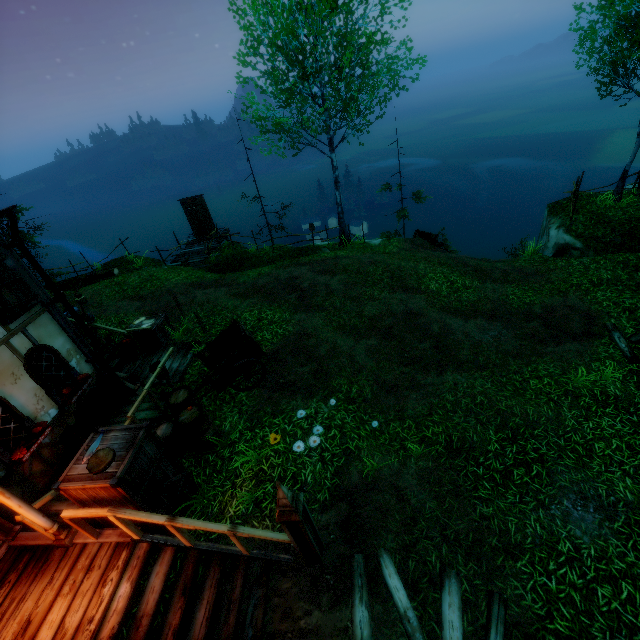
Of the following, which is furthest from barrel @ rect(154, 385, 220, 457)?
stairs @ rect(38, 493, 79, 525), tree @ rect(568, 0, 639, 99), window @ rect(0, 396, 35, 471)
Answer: tree @ rect(568, 0, 639, 99)

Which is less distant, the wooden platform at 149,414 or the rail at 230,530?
the rail at 230,530

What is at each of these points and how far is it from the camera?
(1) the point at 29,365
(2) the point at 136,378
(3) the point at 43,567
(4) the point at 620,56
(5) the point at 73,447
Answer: (1) window, 7.0m
(2) wooden platform, 9.7m
(3) wooden platform, 5.1m
(4) tree, 11.4m
(5) barrel, 7.3m

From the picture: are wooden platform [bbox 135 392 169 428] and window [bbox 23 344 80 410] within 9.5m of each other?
yes

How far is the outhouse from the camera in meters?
19.5

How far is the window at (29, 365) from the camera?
7.1m

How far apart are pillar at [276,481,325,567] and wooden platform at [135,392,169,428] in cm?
413

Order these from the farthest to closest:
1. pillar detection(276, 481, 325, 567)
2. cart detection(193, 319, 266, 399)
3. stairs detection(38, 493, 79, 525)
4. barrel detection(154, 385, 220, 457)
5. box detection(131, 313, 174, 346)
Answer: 1. box detection(131, 313, 174, 346)
2. cart detection(193, 319, 266, 399)
3. barrel detection(154, 385, 220, 457)
4. stairs detection(38, 493, 79, 525)
5. pillar detection(276, 481, 325, 567)
